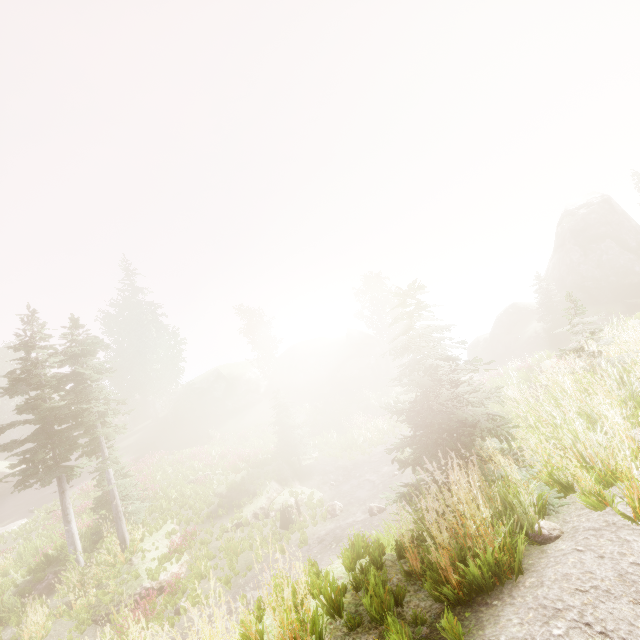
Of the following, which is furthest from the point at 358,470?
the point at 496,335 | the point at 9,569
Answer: the point at 496,335

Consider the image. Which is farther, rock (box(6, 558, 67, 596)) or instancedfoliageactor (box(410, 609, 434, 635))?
rock (box(6, 558, 67, 596))

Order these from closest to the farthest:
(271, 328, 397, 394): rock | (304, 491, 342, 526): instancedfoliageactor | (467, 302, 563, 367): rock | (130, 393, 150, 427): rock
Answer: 1. (304, 491, 342, 526): instancedfoliageactor
2. (467, 302, 563, 367): rock
3. (271, 328, 397, 394): rock
4. (130, 393, 150, 427): rock

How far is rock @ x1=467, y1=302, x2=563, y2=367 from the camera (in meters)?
31.34

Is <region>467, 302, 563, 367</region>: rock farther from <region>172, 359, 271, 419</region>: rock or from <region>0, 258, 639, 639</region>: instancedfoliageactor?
<region>172, 359, 271, 419</region>: rock

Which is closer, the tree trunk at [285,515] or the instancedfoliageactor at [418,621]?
the instancedfoliageactor at [418,621]

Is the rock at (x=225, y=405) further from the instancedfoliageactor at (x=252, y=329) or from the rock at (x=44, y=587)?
the rock at (x=44, y=587)

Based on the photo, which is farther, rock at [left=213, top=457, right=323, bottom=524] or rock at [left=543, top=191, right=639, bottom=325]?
rock at [left=543, top=191, right=639, bottom=325]
